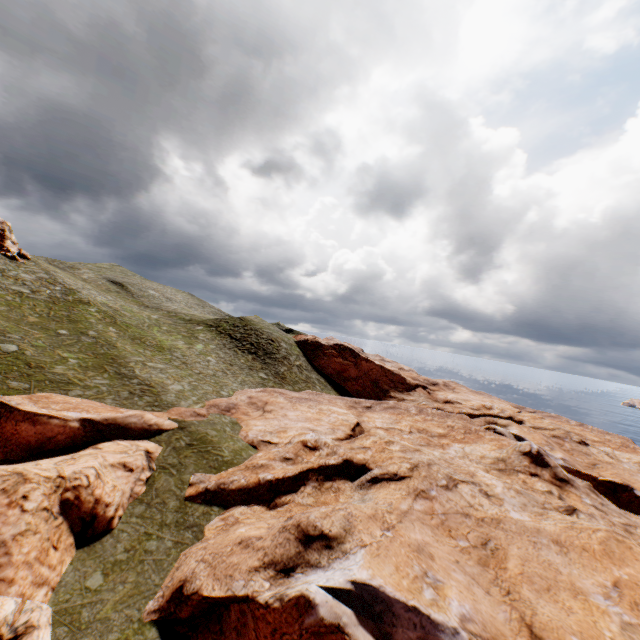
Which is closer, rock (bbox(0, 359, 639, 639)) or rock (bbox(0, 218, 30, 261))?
rock (bbox(0, 359, 639, 639))

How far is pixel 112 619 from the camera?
13.9 meters

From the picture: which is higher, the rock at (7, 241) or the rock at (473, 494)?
the rock at (7, 241)

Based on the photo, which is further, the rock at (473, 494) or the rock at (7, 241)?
the rock at (7, 241)

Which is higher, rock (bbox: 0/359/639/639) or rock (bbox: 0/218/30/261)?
rock (bbox: 0/218/30/261)
